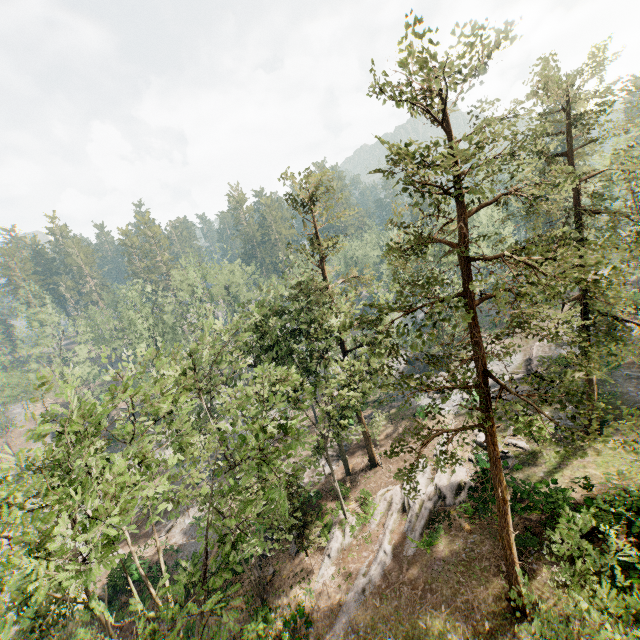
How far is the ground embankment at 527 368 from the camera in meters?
34.0

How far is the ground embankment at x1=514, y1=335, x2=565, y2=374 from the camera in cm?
3399

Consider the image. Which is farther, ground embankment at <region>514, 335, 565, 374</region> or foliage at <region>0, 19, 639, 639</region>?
ground embankment at <region>514, 335, 565, 374</region>

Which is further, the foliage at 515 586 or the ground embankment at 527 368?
the ground embankment at 527 368

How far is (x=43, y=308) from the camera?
46.2m
